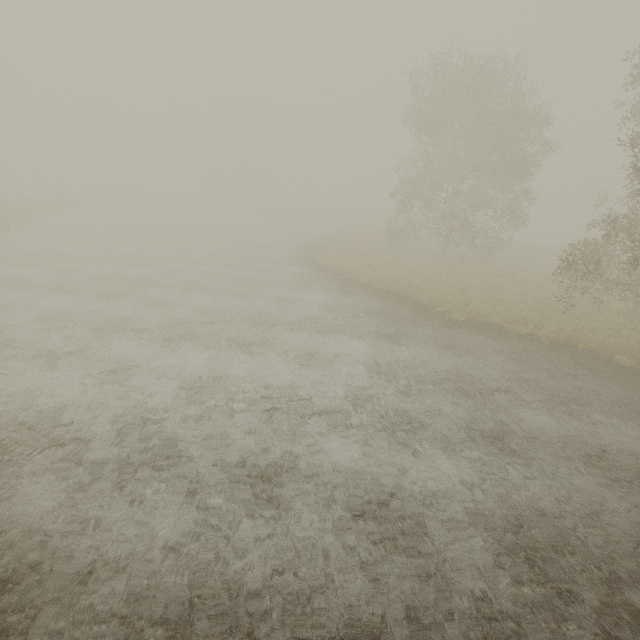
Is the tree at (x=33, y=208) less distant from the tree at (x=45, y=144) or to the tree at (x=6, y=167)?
the tree at (x=6, y=167)

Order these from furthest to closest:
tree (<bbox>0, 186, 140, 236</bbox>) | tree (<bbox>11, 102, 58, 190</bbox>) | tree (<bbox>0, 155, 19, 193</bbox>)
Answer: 1. tree (<bbox>11, 102, 58, 190</bbox>)
2. tree (<bbox>0, 155, 19, 193</bbox>)
3. tree (<bbox>0, 186, 140, 236</bbox>)

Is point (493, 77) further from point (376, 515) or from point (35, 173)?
point (35, 173)

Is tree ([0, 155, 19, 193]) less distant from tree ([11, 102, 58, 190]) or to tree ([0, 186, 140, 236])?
tree ([11, 102, 58, 190])

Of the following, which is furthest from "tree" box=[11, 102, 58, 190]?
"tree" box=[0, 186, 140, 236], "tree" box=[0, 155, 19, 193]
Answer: "tree" box=[0, 186, 140, 236]

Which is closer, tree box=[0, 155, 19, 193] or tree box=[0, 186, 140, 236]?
tree box=[0, 186, 140, 236]

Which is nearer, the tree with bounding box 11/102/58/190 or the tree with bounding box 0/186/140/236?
the tree with bounding box 0/186/140/236
